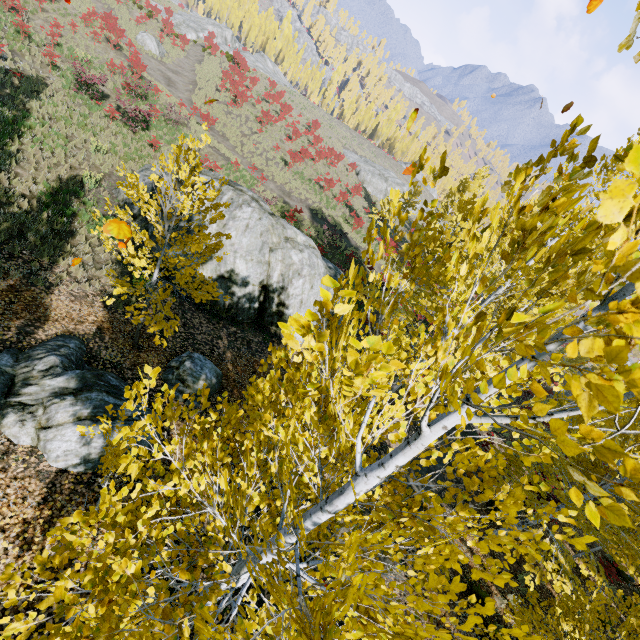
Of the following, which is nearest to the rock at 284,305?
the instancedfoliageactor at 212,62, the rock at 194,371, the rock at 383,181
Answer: the instancedfoliageactor at 212,62

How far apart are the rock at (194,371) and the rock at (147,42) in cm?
3673

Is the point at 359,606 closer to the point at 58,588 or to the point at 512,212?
the point at 58,588

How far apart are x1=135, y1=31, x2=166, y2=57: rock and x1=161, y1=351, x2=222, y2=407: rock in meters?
36.7

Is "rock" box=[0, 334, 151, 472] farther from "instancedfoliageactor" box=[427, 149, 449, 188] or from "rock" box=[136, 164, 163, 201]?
"rock" box=[136, 164, 163, 201]

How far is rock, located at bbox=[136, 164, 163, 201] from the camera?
13.3m

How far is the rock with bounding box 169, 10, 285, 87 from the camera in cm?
4325
